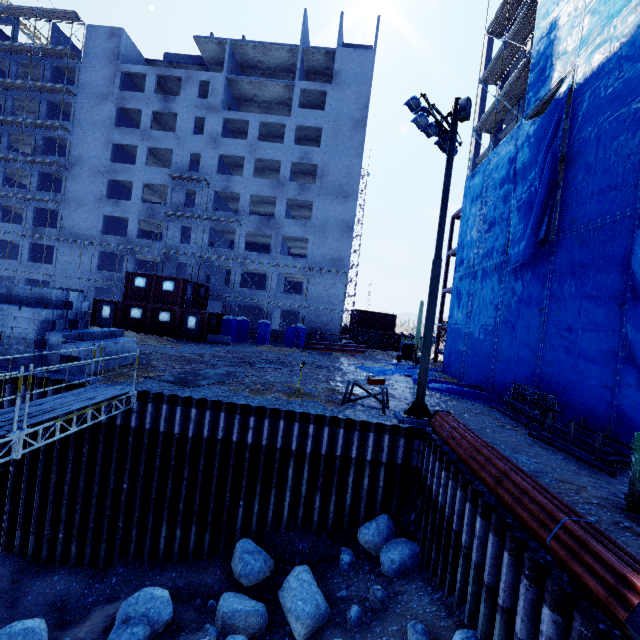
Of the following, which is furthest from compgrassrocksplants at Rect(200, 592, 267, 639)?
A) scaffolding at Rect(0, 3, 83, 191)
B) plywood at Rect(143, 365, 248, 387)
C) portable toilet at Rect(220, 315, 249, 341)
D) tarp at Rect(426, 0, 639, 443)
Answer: scaffolding at Rect(0, 3, 83, 191)

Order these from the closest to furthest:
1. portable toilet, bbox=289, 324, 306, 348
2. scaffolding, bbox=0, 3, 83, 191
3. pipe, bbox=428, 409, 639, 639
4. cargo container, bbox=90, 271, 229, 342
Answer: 1. pipe, bbox=428, 409, 639, 639
2. cargo container, bbox=90, 271, 229, 342
3. portable toilet, bbox=289, 324, 306, 348
4. scaffolding, bbox=0, 3, 83, 191

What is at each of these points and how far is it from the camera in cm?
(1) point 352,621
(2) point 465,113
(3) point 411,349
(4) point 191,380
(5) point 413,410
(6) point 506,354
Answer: (1) compgrassrocksplants, 754
(2) electrical box, 1088
(3) cabling winch, 2872
(4) plywood, 1299
(5) floodlight pole, 1134
(6) tarp, 1708

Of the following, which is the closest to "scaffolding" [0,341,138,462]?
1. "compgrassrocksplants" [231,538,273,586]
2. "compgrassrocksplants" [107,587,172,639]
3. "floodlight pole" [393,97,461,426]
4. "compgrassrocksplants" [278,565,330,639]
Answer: "compgrassrocksplants" [107,587,172,639]

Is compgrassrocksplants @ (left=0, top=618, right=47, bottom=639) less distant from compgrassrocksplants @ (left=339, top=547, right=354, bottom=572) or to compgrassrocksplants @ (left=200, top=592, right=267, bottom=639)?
compgrassrocksplants @ (left=200, top=592, right=267, bottom=639)

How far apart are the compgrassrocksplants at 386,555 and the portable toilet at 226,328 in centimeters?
2228cm

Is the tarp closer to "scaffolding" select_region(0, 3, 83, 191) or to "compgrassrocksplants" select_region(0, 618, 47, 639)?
"scaffolding" select_region(0, 3, 83, 191)

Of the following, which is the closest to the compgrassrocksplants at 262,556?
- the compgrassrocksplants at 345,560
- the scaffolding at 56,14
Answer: the compgrassrocksplants at 345,560
